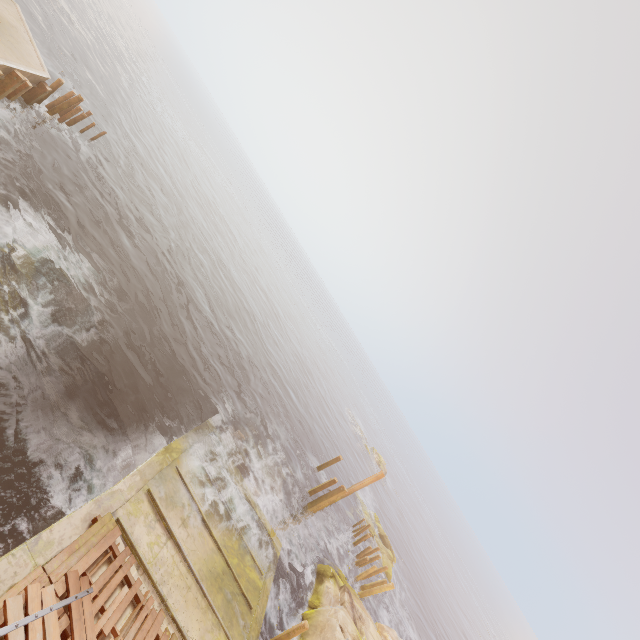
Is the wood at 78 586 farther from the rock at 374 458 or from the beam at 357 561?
the rock at 374 458

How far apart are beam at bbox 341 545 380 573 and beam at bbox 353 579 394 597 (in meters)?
2.35

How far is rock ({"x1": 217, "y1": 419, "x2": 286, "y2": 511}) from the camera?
16.4 meters

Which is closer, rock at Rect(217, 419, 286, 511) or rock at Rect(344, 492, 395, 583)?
rock at Rect(217, 419, 286, 511)

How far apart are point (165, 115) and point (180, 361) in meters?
A: 58.3

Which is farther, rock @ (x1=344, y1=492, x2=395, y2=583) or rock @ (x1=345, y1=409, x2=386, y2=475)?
rock @ (x1=345, y1=409, x2=386, y2=475)

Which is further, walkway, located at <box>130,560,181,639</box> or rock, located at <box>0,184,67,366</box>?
rock, located at <box>0,184,67,366</box>

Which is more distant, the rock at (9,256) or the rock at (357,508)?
the rock at (357,508)
